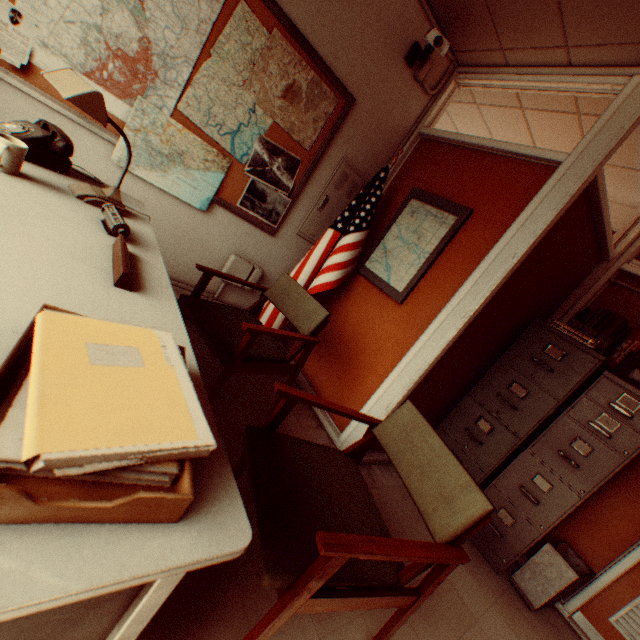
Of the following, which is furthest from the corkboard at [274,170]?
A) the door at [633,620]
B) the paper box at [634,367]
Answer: the door at [633,620]

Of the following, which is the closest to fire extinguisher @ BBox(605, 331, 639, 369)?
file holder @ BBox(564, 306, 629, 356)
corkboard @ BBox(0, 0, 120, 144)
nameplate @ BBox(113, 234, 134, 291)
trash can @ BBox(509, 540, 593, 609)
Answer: file holder @ BBox(564, 306, 629, 356)

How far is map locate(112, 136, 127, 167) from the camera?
2.3 meters

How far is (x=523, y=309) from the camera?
A: 3.0m

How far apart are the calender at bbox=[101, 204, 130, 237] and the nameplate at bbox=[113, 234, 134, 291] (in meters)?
0.06

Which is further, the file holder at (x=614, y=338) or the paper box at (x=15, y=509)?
the file holder at (x=614, y=338)

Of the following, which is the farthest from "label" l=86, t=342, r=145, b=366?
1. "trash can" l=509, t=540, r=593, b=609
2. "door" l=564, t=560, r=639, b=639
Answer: "door" l=564, t=560, r=639, b=639

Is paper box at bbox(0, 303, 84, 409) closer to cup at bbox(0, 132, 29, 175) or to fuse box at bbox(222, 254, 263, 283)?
cup at bbox(0, 132, 29, 175)
